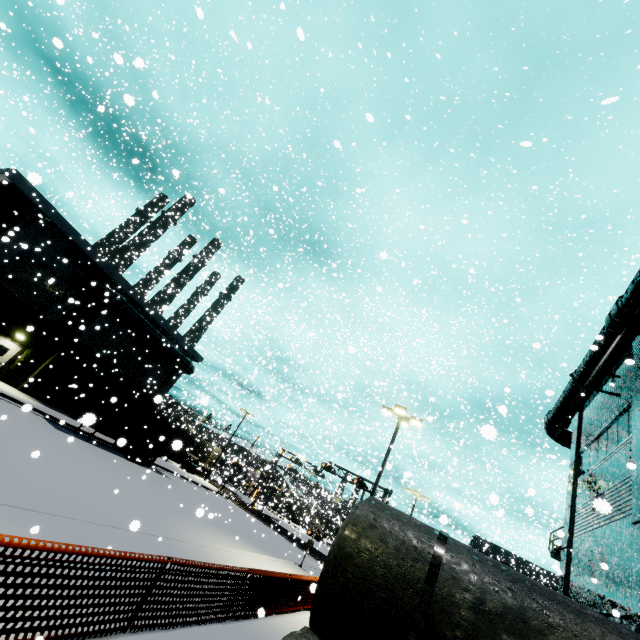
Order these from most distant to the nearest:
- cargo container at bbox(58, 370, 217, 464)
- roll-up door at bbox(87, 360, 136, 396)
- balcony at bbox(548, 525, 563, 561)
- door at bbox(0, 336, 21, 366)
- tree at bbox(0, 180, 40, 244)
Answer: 1. roll-up door at bbox(87, 360, 136, 396)
2. door at bbox(0, 336, 21, 366)
3. cargo container at bbox(58, 370, 217, 464)
4. tree at bbox(0, 180, 40, 244)
5. balcony at bbox(548, 525, 563, 561)

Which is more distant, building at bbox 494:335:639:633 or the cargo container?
the cargo container

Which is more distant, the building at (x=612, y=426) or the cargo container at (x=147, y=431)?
the cargo container at (x=147, y=431)

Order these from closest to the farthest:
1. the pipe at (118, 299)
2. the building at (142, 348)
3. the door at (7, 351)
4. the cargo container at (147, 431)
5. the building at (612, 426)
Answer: the building at (612, 426) < the cargo container at (147, 431) < the building at (142, 348) < the door at (7, 351) < the pipe at (118, 299)

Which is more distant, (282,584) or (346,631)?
(282,584)

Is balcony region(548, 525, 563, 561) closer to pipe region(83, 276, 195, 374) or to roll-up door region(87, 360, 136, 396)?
pipe region(83, 276, 195, 374)

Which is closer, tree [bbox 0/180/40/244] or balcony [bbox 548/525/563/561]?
balcony [bbox 548/525/563/561]

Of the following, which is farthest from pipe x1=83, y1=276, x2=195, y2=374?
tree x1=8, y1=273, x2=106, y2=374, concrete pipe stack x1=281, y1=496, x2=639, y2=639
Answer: concrete pipe stack x1=281, y1=496, x2=639, y2=639
